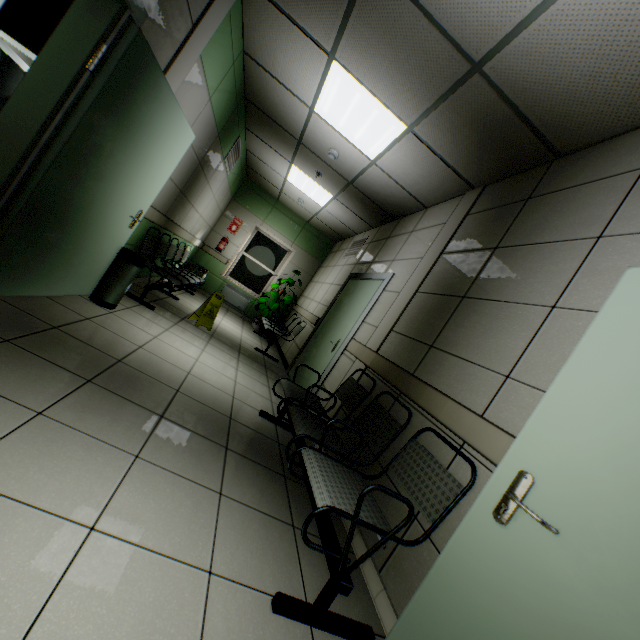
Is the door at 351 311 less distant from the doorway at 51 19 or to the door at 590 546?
the door at 590 546

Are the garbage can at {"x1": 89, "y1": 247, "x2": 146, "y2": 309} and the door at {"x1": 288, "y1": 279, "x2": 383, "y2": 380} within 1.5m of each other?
no

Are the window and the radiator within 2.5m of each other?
yes

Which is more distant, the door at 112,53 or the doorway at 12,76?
the doorway at 12,76

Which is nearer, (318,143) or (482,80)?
(482,80)

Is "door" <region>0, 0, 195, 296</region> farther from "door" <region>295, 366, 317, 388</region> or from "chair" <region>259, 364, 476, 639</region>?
"door" <region>295, 366, 317, 388</region>

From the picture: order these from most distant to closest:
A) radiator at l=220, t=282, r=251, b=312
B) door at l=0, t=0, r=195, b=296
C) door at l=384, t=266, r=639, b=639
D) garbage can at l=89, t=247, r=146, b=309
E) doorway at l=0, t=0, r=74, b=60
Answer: radiator at l=220, t=282, r=251, b=312 → doorway at l=0, t=0, r=74, b=60 → garbage can at l=89, t=247, r=146, b=309 → door at l=0, t=0, r=195, b=296 → door at l=384, t=266, r=639, b=639

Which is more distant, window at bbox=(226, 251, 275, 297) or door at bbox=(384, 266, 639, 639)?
window at bbox=(226, 251, 275, 297)
